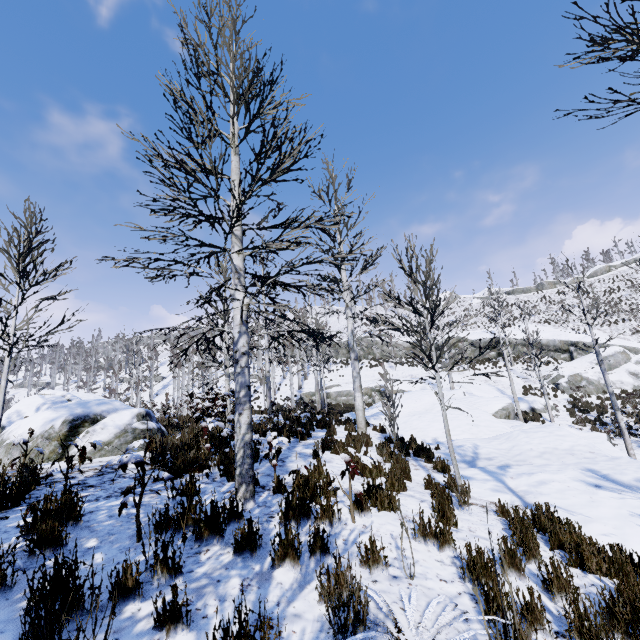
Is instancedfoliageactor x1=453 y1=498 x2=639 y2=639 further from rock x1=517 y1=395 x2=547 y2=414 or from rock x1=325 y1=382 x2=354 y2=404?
rock x1=325 y1=382 x2=354 y2=404

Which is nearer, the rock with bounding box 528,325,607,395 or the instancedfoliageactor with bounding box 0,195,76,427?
the instancedfoliageactor with bounding box 0,195,76,427

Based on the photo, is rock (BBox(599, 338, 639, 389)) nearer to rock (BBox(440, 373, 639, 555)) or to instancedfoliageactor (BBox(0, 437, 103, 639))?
rock (BBox(440, 373, 639, 555))

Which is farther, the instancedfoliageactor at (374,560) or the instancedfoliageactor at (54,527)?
the instancedfoliageactor at (374,560)

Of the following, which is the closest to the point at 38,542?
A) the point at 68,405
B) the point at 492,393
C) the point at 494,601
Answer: the point at 494,601

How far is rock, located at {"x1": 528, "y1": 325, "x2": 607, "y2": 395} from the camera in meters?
25.2 m

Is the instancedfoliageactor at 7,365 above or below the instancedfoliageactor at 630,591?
above

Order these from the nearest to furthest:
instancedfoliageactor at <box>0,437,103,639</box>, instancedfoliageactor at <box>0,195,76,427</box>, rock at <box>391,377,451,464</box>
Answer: instancedfoliageactor at <box>0,437,103,639</box>, instancedfoliageactor at <box>0,195,76,427</box>, rock at <box>391,377,451,464</box>
